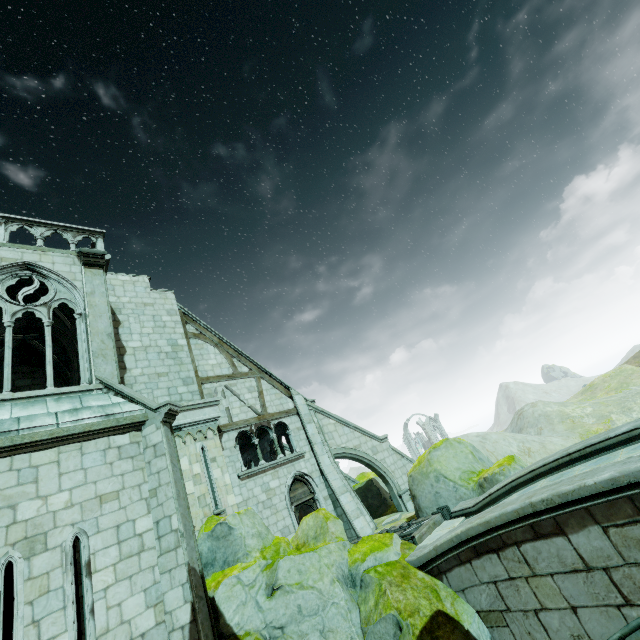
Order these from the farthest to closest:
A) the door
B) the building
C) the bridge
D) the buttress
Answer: the buttress, the door, the building, the bridge

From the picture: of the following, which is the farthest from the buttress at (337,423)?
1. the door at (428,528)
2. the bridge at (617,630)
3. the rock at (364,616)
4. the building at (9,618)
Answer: the bridge at (617,630)

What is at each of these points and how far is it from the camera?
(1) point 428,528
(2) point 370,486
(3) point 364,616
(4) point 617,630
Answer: (1) door, 9.94m
(2) rock, 19.73m
(3) rock, 6.84m
(4) bridge, 4.92m

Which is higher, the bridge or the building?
the building

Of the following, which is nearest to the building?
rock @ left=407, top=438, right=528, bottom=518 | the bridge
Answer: rock @ left=407, top=438, right=528, bottom=518

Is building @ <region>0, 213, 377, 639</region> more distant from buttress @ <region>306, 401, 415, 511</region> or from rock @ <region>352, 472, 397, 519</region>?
rock @ <region>352, 472, 397, 519</region>

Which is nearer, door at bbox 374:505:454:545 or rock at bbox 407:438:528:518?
door at bbox 374:505:454:545

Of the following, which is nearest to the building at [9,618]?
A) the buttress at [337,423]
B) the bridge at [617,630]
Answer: the buttress at [337,423]
